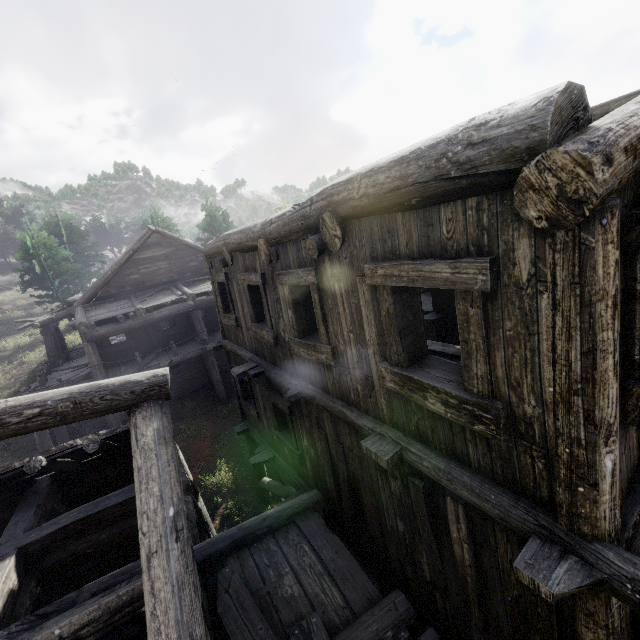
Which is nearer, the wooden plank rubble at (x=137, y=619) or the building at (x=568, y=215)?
the building at (x=568, y=215)

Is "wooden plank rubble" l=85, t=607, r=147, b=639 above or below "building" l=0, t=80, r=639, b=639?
Result: below

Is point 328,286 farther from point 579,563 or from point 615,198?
point 579,563

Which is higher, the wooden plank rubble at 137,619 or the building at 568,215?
the building at 568,215

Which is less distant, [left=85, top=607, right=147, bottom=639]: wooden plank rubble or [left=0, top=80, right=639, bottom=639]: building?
[left=0, top=80, right=639, bottom=639]: building
